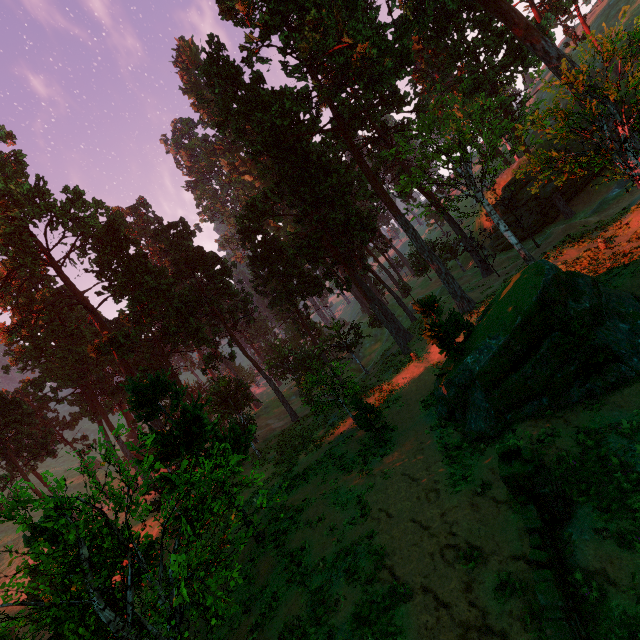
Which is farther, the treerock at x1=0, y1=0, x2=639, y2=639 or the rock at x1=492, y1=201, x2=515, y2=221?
the rock at x1=492, y1=201, x2=515, y2=221

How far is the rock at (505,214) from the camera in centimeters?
3891cm

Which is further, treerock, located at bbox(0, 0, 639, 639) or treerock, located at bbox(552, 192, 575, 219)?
treerock, located at bbox(552, 192, 575, 219)

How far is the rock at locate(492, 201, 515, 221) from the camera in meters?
38.9 m

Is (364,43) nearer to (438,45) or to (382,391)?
(438,45)

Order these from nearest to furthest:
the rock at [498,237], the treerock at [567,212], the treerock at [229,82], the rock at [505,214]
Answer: the treerock at [229,82], the treerock at [567,212], the rock at [505,214], the rock at [498,237]
